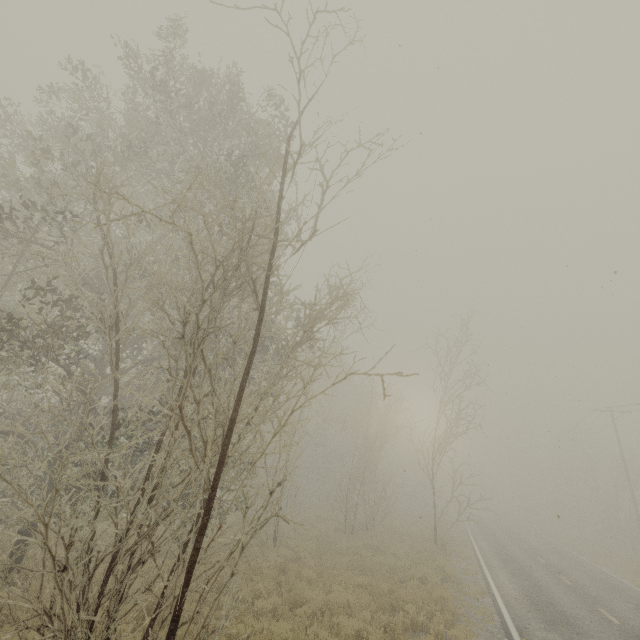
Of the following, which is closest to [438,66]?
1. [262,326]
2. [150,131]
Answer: [262,326]
